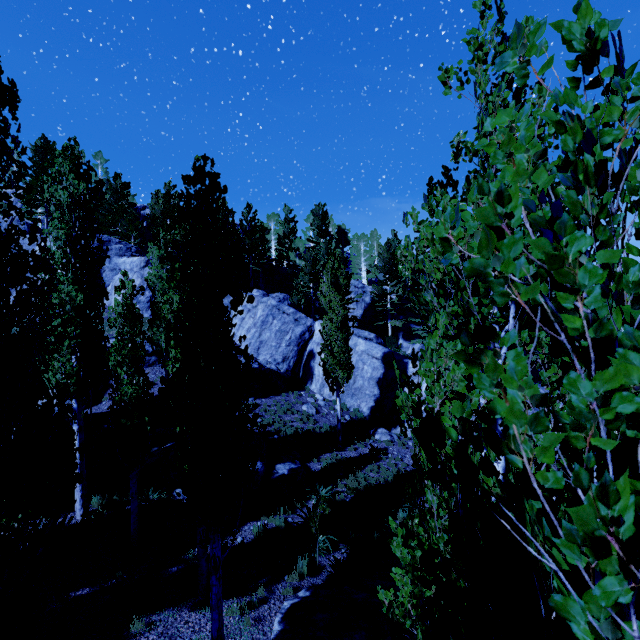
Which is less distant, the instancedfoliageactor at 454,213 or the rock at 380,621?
the instancedfoliageactor at 454,213

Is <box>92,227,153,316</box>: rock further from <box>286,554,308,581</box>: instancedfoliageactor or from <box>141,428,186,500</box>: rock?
<box>141,428,186,500</box>: rock

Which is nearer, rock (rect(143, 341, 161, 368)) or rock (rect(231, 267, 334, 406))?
rock (rect(143, 341, 161, 368))

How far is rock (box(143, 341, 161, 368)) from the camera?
20.72m

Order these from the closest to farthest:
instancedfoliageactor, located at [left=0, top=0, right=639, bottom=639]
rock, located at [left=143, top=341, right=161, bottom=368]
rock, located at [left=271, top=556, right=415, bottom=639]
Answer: instancedfoliageactor, located at [left=0, top=0, right=639, bottom=639], rock, located at [left=271, top=556, right=415, bottom=639], rock, located at [left=143, top=341, right=161, bottom=368]

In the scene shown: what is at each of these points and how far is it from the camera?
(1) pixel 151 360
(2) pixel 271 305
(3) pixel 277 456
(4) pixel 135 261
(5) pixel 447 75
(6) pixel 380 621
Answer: (1) rock, 20.8m
(2) rock, 27.2m
(3) rock, 15.7m
(4) rock, 27.9m
(5) instancedfoliageactor, 2.8m
(6) rock, 7.8m

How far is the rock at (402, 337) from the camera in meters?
33.5 m
